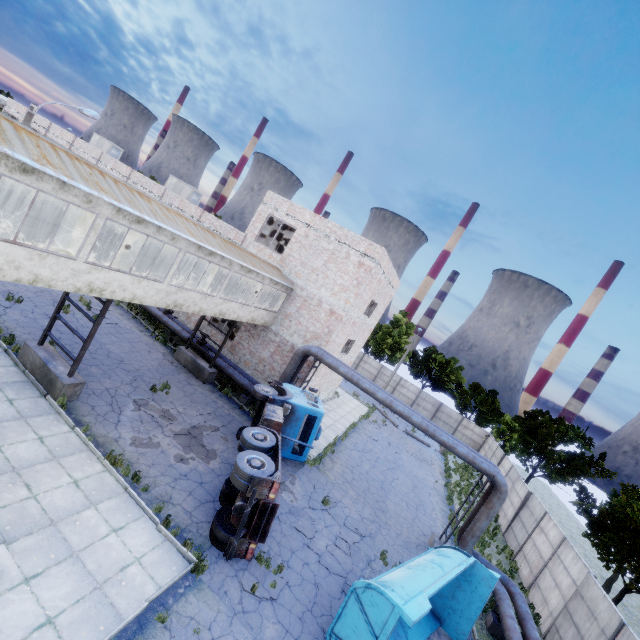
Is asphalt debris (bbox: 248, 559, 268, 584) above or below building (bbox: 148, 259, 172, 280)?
below

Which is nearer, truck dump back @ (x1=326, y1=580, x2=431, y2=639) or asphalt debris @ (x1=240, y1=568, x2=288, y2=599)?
truck dump back @ (x1=326, y1=580, x2=431, y2=639)

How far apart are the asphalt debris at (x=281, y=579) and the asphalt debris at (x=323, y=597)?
1.0 meters

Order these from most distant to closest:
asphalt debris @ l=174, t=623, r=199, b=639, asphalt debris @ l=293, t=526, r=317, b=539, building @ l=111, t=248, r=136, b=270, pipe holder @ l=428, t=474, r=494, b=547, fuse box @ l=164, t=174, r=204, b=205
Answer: fuse box @ l=164, t=174, r=204, b=205 < pipe holder @ l=428, t=474, r=494, b=547 < building @ l=111, t=248, r=136, b=270 < asphalt debris @ l=293, t=526, r=317, b=539 < asphalt debris @ l=174, t=623, r=199, b=639

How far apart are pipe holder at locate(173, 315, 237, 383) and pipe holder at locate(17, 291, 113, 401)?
7.1m

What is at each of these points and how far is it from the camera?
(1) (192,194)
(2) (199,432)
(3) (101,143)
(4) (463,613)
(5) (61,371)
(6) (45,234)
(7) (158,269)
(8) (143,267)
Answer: (1) fuse box, 31.0 meters
(2) asphalt debris, 14.4 meters
(3) fuse box, 35.8 meters
(4) truck dump body, 11.4 meters
(5) pipe holder, 12.0 meters
(6) building, 11.4 meters
(7) building, 16.1 meters
(8) building, 15.3 meters

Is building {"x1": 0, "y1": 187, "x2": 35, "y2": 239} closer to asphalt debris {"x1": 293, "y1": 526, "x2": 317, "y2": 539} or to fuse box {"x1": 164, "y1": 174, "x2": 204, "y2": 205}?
asphalt debris {"x1": 293, "y1": 526, "x2": 317, "y2": 539}

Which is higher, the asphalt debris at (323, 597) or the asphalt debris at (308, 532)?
the asphalt debris at (308, 532)
